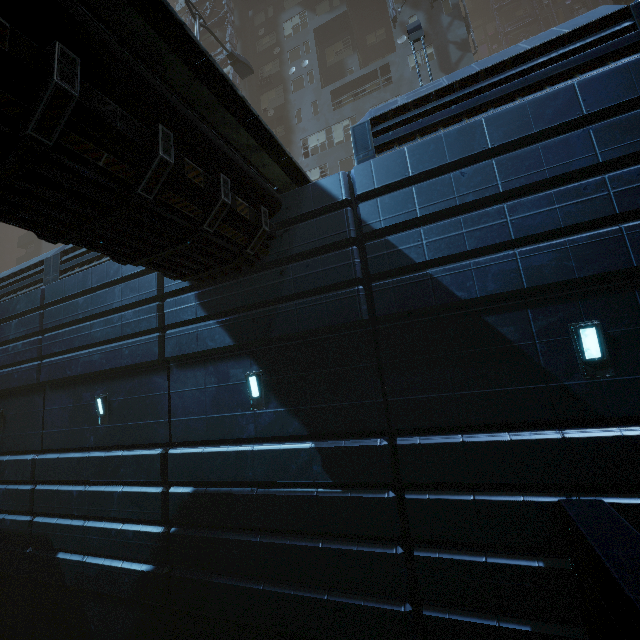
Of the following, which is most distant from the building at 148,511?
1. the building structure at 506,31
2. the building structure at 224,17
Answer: the building structure at 506,31

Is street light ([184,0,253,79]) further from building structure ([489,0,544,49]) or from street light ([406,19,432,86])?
building structure ([489,0,544,49])

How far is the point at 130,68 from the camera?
4.3m

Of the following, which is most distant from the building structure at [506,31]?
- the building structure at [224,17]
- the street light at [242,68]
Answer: the street light at [242,68]

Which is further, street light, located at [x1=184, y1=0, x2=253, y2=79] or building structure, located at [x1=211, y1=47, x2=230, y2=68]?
building structure, located at [x1=211, y1=47, x2=230, y2=68]

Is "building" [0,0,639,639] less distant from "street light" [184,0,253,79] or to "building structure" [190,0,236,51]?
"building structure" [190,0,236,51]

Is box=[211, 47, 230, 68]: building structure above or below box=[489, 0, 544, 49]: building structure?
below

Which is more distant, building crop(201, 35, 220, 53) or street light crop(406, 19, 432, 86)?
building crop(201, 35, 220, 53)
